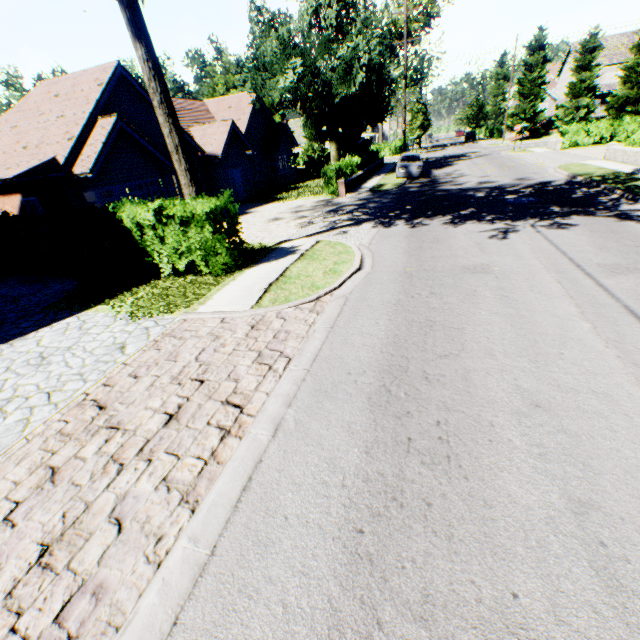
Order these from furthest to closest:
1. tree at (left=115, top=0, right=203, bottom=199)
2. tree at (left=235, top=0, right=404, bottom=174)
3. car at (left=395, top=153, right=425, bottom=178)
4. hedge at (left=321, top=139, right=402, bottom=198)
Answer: car at (left=395, top=153, right=425, bottom=178), tree at (left=235, top=0, right=404, bottom=174), hedge at (left=321, top=139, right=402, bottom=198), tree at (left=115, top=0, right=203, bottom=199)

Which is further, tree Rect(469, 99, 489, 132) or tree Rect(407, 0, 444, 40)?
tree Rect(469, 99, 489, 132)

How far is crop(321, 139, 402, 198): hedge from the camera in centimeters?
2005cm

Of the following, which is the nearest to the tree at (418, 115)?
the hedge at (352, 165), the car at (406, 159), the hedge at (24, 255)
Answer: the hedge at (24, 255)

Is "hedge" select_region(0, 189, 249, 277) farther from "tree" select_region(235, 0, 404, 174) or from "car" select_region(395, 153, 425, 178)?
"car" select_region(395, 153, 425, 178)

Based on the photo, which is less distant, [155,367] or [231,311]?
[155,367]

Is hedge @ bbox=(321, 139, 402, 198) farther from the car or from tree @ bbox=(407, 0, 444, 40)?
the car

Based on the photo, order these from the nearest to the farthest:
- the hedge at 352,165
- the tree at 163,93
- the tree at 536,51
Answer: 1. the tree at 163,93
2. the hedge at 352,165
3. the tree at 536,51
